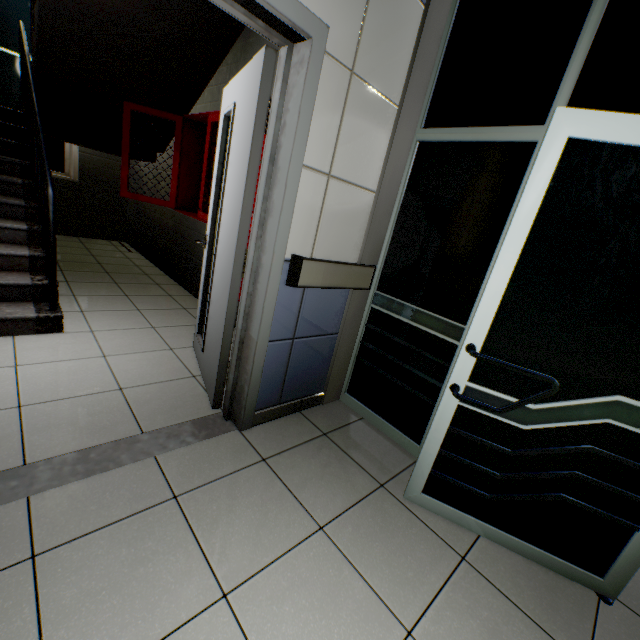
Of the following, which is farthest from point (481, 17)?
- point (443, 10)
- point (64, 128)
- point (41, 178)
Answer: point (64, 128)

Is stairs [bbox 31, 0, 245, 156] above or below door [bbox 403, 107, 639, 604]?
above

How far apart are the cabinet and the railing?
0.73m

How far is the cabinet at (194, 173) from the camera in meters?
3.3 m

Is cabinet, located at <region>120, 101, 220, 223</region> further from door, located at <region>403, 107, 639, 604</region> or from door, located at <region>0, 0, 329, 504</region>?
door, located at <region>403, 107, 639, 604</region>

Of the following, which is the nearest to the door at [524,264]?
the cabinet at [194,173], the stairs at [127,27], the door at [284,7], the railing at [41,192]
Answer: the door at [284,7]

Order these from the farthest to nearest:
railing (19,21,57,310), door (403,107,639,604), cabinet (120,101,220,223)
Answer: cabinet (120,101,220,223) < railing (19,21,57,310) < door (403,107,639,604)

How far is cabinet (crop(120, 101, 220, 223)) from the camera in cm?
330
